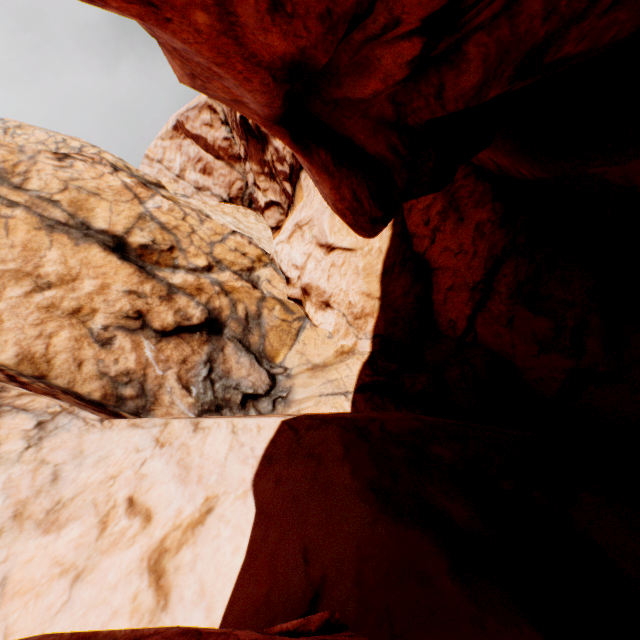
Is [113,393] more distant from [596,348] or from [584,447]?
[596,348]
